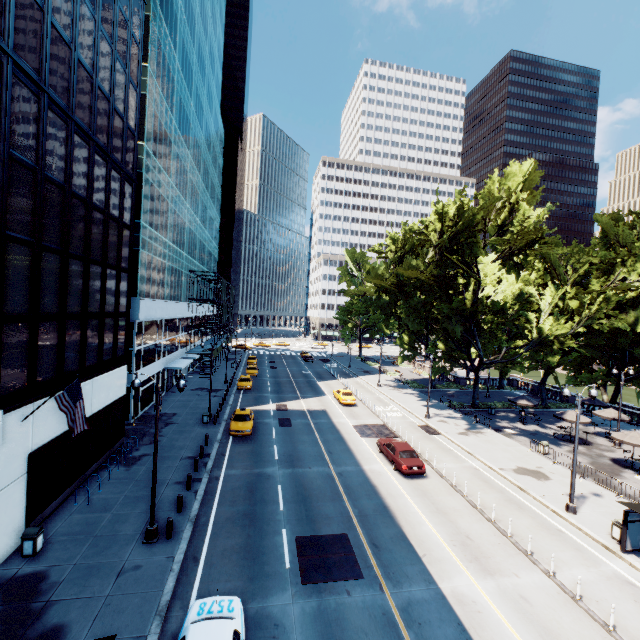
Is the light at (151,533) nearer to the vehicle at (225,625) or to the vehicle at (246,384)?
the vehicle at (225,625)

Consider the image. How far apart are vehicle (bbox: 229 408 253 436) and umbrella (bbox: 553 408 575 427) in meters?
28.4 m

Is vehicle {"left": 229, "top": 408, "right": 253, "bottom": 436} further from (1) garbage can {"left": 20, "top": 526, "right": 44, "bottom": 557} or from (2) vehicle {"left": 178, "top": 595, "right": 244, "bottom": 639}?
(2) vehicle {"left": 178, "top": 595, "right": 244, "bottom": 639}

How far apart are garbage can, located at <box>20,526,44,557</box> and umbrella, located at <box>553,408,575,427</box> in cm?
3786

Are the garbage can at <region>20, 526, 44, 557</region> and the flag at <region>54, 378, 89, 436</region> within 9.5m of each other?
yes

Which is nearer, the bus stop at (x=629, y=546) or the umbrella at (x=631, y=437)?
the bus stop at (x=629, y=546)

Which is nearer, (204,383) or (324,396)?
(324,396)

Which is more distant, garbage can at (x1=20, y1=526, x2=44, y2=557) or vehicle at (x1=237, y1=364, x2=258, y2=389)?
vehicle at (x1=237, y1=364, x2=258, y2=389)
